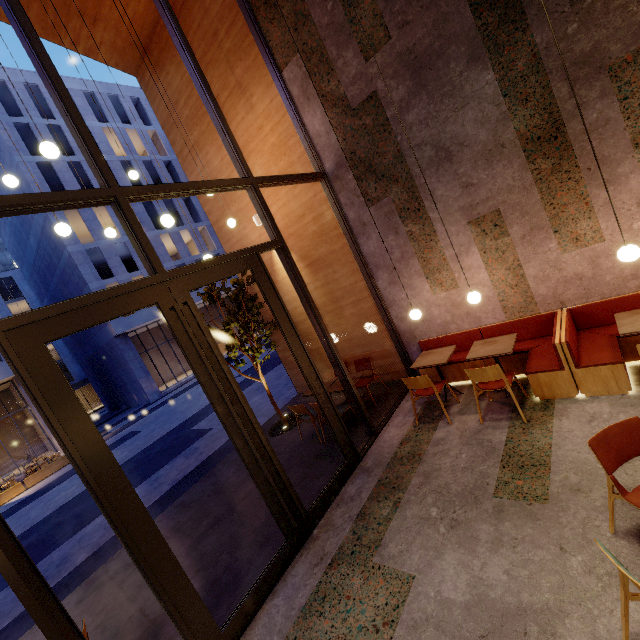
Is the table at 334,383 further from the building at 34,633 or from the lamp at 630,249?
the lamp at 630,249

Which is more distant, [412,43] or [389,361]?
[389,361]

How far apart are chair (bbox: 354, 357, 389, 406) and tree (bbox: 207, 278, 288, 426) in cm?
197

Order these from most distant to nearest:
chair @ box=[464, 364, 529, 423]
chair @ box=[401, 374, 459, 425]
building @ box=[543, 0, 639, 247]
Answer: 1. chair @ box=[401, 374, 459, 425]
2. chair @ box=[464, 364, 529, 423]
3. building @ box=[543, 0, 639, 247]

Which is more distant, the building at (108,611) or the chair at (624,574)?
the building at (108,611)

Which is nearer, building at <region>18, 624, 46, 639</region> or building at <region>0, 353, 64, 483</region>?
building at <region>18, 624, 46, 639</region>

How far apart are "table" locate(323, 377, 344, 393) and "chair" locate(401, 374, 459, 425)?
1.2m

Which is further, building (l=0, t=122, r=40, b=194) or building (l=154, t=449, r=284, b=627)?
building (l=0, t=122, r=40, b=194)
